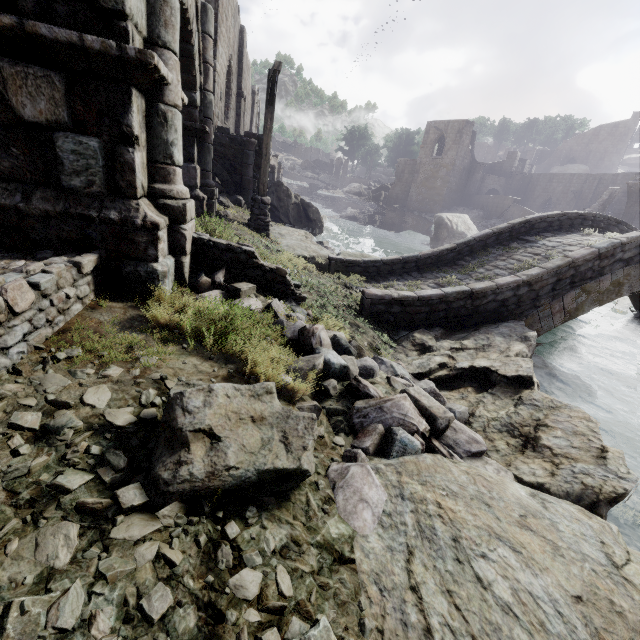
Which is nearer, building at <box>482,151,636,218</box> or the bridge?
the bridge

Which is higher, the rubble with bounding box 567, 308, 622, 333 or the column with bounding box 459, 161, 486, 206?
the column with bounding box 459, 161, 486, 206

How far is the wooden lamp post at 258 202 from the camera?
9.21m

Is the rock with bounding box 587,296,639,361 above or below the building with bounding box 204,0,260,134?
below

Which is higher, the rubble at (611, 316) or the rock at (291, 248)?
the rock at (291, 248)

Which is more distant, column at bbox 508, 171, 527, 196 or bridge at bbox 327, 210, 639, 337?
column at bbox 508, 171, 527, 196

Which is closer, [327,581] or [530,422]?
[327,581]

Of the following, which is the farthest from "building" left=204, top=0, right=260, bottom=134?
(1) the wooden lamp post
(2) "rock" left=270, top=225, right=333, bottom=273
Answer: (1) the wooden lamp post
